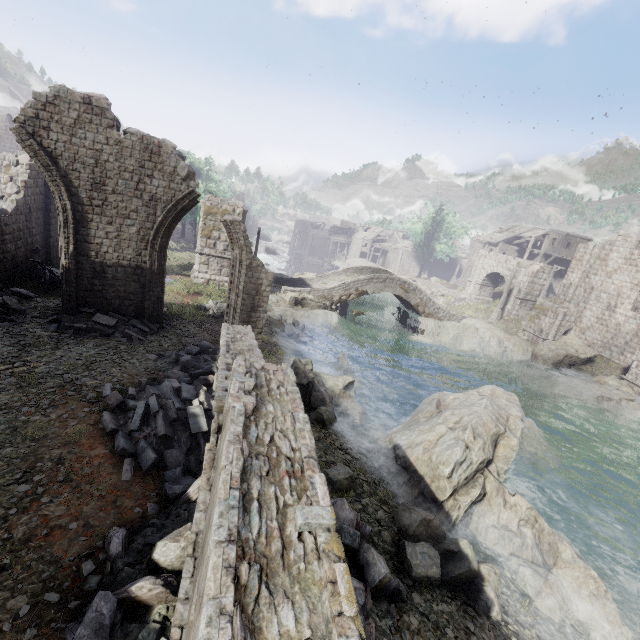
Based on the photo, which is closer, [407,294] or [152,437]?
[152,437]

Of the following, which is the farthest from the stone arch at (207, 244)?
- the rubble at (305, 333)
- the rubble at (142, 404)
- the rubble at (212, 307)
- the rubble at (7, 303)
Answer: the rubble at (142, 404)

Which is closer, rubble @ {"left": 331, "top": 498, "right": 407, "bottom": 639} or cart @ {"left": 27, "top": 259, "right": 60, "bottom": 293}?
rubble @ {"left": 331, "top": 498, "right": 407, "bottom": 639}

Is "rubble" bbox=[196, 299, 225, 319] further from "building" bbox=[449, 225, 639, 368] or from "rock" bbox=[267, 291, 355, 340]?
"building" bbox=[449, 225, 639, 368]

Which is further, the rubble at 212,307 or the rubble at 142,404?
the rubble at 212,307

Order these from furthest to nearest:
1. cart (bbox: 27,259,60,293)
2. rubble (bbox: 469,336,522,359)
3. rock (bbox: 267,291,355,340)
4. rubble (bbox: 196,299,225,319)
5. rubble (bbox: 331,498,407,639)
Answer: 1. rubble (bbox: 469,336,522,359)
2. rock (bbox: 267,291,355,340)
3. rubble (bbox: 196,299,225,319)
4. cart (bbox: 27,259,60,293)
5. rubble (bbox: 331,498,407,639)

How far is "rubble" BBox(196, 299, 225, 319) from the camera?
17.4m

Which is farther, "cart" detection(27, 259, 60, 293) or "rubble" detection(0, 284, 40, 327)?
"cart" detection(27, 259, 60, 293)
